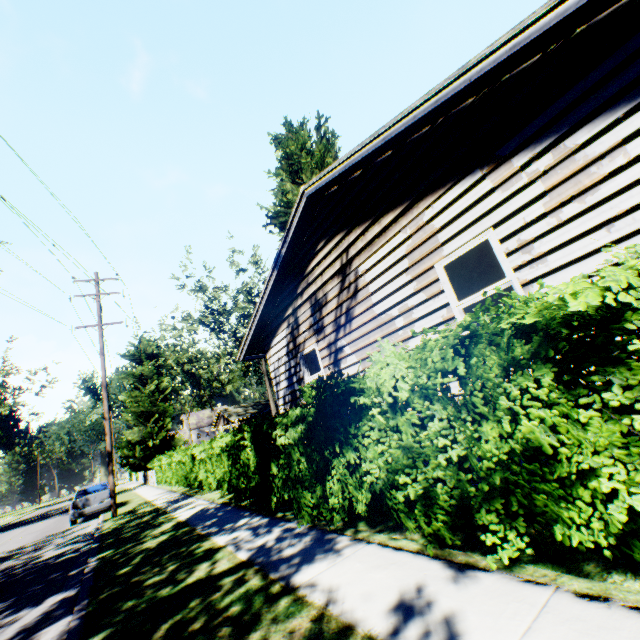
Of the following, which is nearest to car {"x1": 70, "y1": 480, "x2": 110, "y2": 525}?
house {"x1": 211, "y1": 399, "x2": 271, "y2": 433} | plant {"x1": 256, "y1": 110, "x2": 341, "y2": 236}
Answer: plant {"x1": 256, "y1": 110, "x2": 341, "y2": 236}

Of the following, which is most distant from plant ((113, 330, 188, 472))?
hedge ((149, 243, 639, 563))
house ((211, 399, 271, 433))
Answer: hedge ((149, 243, 639, 563))

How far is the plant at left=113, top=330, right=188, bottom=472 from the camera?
33.1m

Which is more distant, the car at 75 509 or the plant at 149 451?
the plant at 149 451

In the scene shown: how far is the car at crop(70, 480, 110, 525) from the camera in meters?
15.7 m

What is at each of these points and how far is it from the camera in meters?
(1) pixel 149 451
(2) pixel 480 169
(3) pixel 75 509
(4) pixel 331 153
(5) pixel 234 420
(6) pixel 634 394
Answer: (1) plant, 33.3 m
(2) house, 4.6 m
(3) car, 15.7 m
(4) plant, 17.4 m
(5) house, 45.1 m
(6) hedge, 2.2 m

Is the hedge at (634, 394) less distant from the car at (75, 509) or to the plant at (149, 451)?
the plant at (149, 451)

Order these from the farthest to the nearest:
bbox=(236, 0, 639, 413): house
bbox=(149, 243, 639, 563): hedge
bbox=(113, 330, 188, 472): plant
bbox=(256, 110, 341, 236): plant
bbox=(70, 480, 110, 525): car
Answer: bbox=(113, 330, 188, 472): plant
bbox=(256, 110, 341, 236): plant
bbox=(70, 480, 110, 525): car
bbox=(236, 0, 639, 413): house
bbox=(149, 243, 639, 563): hedge
